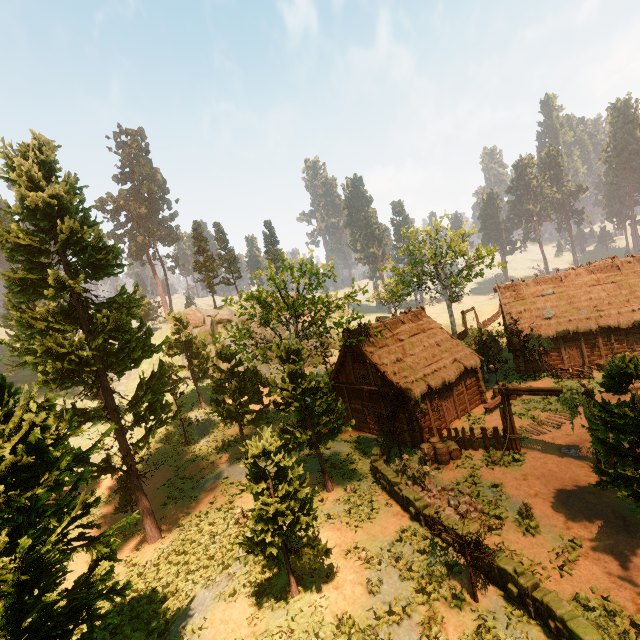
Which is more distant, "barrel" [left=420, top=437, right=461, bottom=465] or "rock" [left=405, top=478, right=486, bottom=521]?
"barrel" [left=420, top=437, right=461, bottom=465]

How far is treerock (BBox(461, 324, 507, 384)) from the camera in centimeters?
2635cm

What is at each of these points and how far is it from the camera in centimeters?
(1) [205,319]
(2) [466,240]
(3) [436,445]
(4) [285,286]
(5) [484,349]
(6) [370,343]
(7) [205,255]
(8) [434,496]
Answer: (1) rock, 5072cm
(2) treerock, 3934cm
(3) barrel, 1786cm
(4) treerock, 2619cm
(5) treerock, 2864cm
(6) building, 2238cm
(7) treerock, 5744cm
(8) rock, 1497cm

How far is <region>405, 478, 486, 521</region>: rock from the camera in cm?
1347

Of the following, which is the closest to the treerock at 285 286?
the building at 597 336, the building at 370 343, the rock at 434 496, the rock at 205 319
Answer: the building at 597 336

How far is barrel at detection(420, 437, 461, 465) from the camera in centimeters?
1742cm

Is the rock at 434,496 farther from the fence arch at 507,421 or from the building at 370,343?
the building at 370,343

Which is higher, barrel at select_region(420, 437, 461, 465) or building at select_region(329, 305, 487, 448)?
building at select_region(329, 305, 487, 448)
